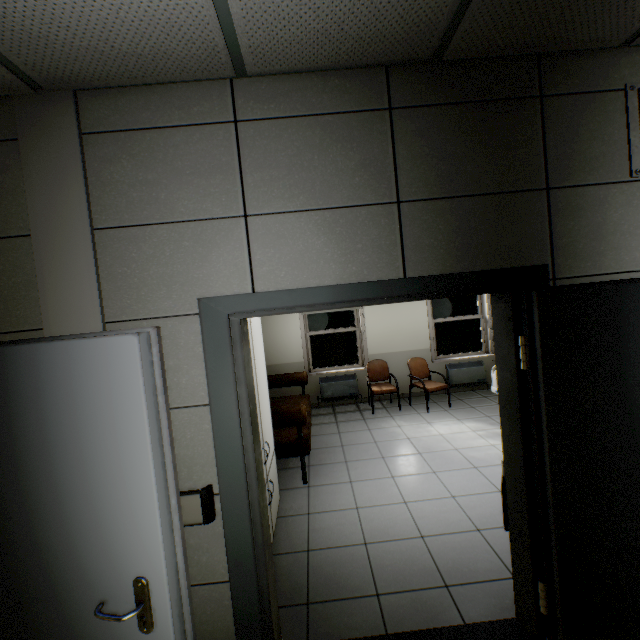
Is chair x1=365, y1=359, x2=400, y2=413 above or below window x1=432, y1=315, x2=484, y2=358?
below

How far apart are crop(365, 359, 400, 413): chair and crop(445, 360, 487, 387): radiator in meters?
1.3

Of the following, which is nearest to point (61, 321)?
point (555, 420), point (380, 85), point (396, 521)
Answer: point (380, 85)

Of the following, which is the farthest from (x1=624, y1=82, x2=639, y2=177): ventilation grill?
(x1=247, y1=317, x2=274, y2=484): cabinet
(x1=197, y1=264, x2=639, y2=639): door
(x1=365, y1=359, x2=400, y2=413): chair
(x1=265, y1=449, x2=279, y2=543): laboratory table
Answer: (x1=365, y1=359, x2=400, y2=413): chair

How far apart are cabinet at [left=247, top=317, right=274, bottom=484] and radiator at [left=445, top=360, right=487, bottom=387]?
4.6m

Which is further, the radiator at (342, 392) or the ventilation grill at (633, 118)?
the radiator at (342, 392)

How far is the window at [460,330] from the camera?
6.9 meters

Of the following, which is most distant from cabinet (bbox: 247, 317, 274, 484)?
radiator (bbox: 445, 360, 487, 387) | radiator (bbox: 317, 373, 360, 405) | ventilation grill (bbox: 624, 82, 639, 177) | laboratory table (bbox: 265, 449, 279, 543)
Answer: radiator (bbox: 445, 360, 487, 387)
